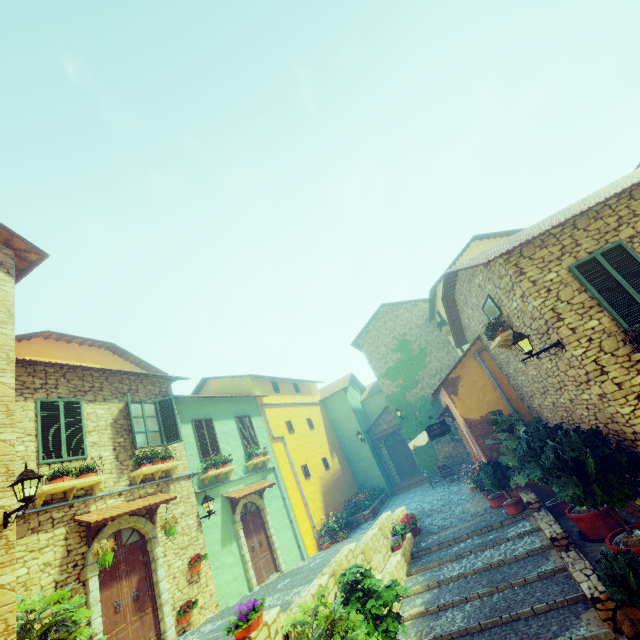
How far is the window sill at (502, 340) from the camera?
8.8m

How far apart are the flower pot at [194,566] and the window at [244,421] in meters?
4.8 m

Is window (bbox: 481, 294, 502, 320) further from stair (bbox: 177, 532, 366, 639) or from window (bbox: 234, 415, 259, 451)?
window (bbox: 234, 415, 259, 451)

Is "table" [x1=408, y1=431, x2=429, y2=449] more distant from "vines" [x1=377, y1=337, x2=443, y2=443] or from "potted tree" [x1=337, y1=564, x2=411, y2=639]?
"potted tree" [x1=337, y1=564, x2=411, y2=639]

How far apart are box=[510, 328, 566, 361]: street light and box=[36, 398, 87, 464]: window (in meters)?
11.04

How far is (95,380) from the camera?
9.9 meters

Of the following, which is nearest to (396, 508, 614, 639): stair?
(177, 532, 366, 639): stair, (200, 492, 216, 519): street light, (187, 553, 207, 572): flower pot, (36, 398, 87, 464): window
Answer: (177, 532, 366, 639): stair

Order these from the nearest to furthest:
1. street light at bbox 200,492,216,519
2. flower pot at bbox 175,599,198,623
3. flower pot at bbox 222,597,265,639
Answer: flower pot at bbox 222,597,265,639 → flower pot at bbox 175,599,198,623 → street light at bbox 200,492,216,519
